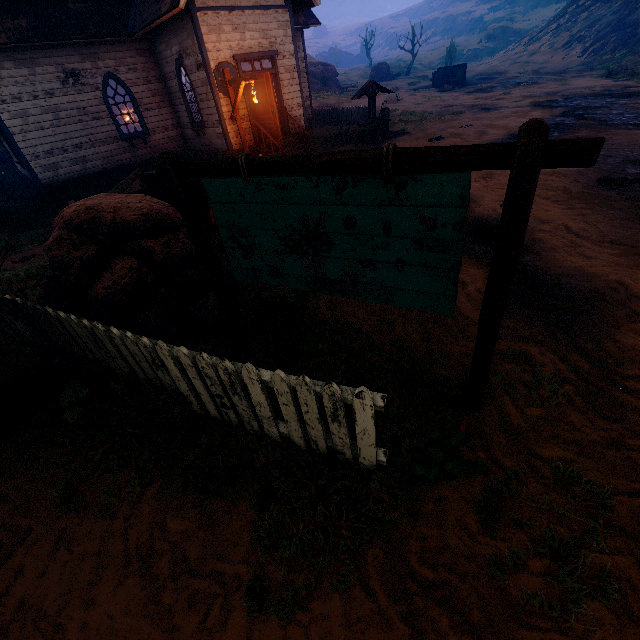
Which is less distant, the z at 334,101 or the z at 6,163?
the z at 6,163

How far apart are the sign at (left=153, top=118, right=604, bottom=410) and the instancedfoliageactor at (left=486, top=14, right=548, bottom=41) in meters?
78.1

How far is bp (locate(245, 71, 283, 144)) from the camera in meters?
11.0 m

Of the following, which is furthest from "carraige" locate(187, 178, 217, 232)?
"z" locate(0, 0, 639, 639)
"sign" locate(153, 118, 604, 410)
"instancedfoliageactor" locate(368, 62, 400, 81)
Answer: "instancedfoliageactor" locate(368, 62, 400, 81)

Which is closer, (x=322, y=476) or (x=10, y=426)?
(x=322, y=476)

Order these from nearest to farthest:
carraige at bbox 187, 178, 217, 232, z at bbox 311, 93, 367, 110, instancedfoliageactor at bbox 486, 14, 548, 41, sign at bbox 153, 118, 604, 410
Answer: sign at bbox 153, 118, 604, 410
carraige at bbox 187, 178, 217, 232
z at bbox 311, 93, 367, 110
instancedfoliageactor at bbox 486, 14, 548, 41

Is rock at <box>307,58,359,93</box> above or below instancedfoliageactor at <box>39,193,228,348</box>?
above

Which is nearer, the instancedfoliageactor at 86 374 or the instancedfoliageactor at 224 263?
the instancedfoliageactor at 86 374
